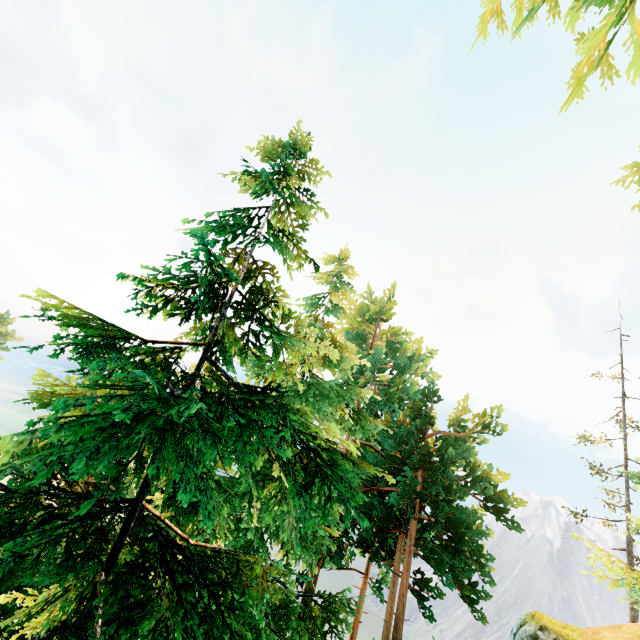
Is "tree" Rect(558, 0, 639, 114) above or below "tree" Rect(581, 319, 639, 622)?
above

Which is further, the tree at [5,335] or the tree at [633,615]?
the tree at [5,335]

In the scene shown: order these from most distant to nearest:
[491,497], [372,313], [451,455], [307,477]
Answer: [372,313]
[451,455]
[491,497]
[307,477]

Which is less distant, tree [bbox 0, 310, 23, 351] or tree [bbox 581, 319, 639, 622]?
tree [bbox 581, 319, 639, 622]

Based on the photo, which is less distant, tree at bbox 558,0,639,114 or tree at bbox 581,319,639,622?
tree at bbox 558,0,639,114

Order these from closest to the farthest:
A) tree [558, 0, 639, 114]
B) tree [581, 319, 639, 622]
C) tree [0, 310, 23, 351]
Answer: tree [558, 0, 639, 114] → tree [581, 319, 639, 622] → tree [0, 310, 23, 351]

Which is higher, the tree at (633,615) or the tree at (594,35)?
the tree at (594,35)
